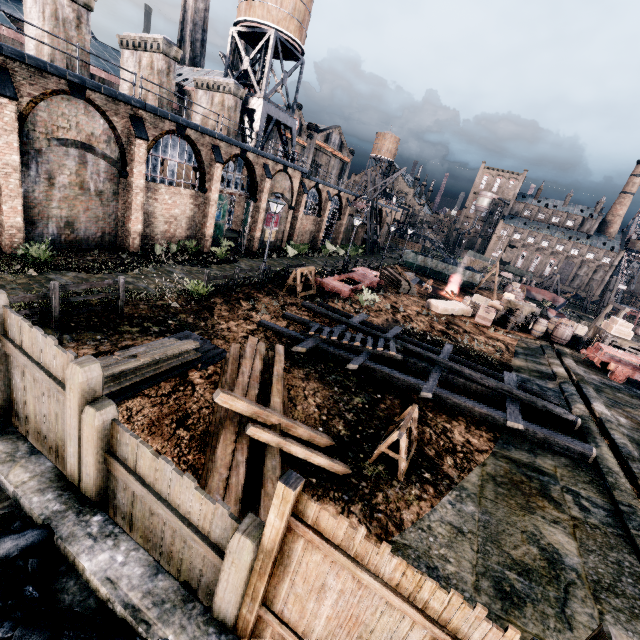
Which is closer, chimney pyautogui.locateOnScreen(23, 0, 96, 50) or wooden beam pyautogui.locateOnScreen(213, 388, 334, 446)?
wooden beam pyautogui.locateOnScreen(213, 388, 334, 446)

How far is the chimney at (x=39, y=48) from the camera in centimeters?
1746cm

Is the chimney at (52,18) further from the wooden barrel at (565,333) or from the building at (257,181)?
the wooden barrel at (565,333)

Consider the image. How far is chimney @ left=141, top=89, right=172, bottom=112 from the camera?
22.17m

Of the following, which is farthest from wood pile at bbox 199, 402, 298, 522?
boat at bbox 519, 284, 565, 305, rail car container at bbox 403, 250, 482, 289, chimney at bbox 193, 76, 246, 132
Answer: boat at bbox 519, 284, 565, 305

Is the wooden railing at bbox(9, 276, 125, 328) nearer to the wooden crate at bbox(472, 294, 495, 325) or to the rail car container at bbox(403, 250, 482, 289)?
the wooden crate at bbox(472, 294, 495, 325)

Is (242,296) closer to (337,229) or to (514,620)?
(514,620)

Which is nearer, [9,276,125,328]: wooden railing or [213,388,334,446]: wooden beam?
[213,388,334,446]: wooden beam
